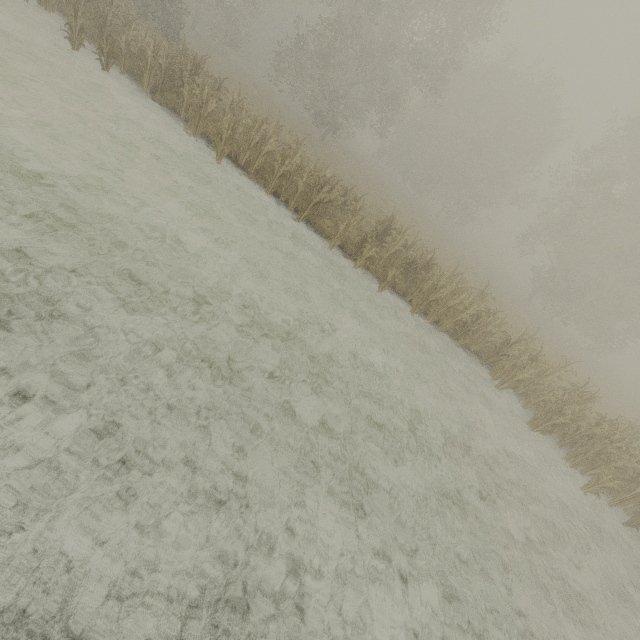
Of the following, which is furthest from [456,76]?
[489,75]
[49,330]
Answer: [49,330]
